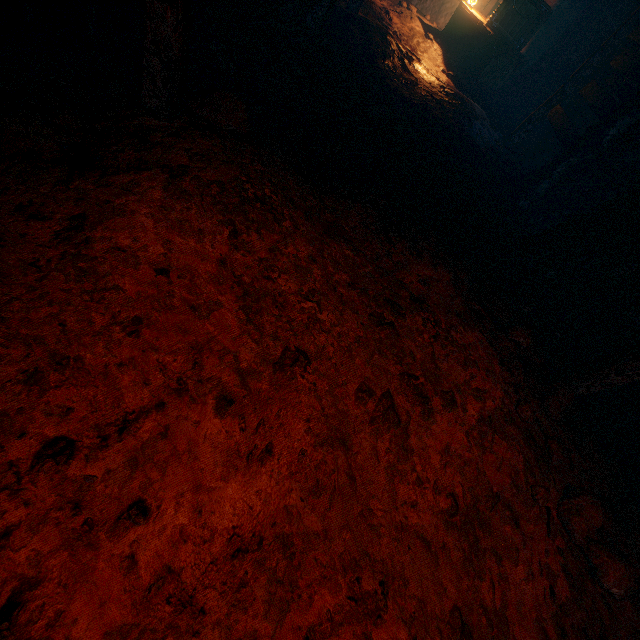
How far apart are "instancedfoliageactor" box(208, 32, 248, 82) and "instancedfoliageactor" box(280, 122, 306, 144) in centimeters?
67cm

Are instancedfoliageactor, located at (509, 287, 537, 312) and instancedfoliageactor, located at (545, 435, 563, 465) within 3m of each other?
yes

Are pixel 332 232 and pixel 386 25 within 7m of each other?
no

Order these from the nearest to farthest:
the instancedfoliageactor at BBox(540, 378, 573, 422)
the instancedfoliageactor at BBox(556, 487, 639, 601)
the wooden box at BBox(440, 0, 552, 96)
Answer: the instancedfoliageactor at BBox(556, 487, 639, 601)
the instancedfoliageactor at BBox(540, 378, 573, 422)
the wooden box at BBox(440, 0, 552, 96)

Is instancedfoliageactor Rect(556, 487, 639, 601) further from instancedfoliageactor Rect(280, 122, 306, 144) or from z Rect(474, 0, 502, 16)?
instancedfoliageactor Rect(280, 122, 306, 144)

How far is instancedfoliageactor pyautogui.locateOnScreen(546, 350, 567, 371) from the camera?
3.2 meters

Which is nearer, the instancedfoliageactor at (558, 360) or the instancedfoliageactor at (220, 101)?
the instancedfoliageactor at (220, 101)

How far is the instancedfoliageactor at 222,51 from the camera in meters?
2.9
